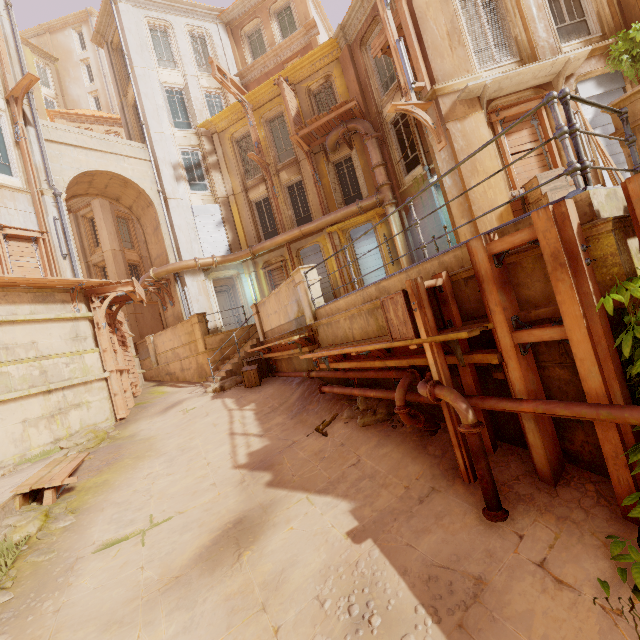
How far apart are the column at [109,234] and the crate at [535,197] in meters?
24.2 m

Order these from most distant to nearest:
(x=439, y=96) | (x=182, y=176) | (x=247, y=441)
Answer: (x=182, y=176) < (x=439, y=96) < (x=247, y=441)

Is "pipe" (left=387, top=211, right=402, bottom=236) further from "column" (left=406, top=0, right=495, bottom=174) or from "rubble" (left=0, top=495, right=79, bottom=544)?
"rubble" (left=0, top=495, right=79, bottom=544)

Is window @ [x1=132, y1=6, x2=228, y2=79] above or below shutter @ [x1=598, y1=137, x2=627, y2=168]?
above

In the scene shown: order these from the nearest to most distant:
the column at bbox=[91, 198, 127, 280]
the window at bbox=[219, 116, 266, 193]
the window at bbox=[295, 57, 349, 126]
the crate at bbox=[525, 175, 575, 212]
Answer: the crate at bbox=[525, 175, 575, 212]
the window at bbox=[295, 57, 349, 126]
the window at bbox=[219, 116, 266, 193]
the column at bbox=[91, 198, 127, 280]

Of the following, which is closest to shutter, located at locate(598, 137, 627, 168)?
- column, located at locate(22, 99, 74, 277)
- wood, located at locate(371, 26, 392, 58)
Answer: wood, located at locate(371, 26, 392, 58)

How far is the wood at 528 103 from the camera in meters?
8.3 m

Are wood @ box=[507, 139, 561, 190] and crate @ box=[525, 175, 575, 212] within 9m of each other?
yes
